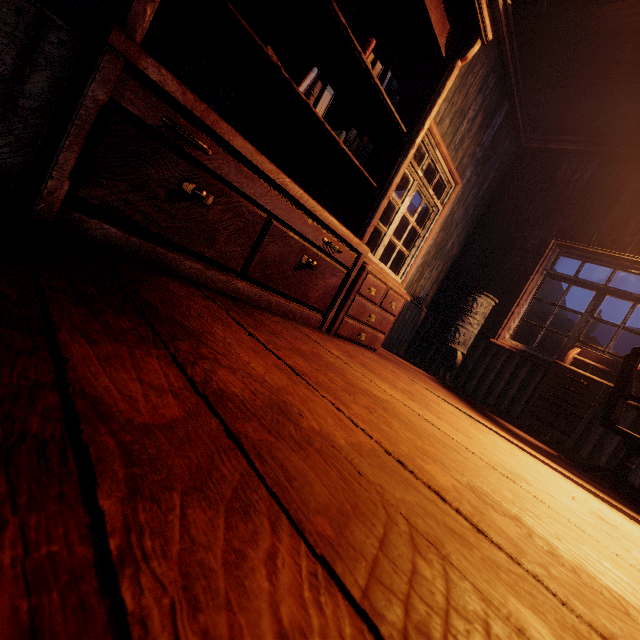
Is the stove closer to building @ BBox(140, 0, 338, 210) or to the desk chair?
building @ BBox(140, 0, 338, 210)

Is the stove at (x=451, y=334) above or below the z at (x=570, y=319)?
below

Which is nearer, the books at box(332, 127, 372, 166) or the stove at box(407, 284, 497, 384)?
the books at box(332, 127, 372, 166)

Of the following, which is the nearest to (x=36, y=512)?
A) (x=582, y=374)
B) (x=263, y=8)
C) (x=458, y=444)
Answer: (x=458, y=444)

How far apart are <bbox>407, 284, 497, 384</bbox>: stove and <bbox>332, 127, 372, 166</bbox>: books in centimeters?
241cm

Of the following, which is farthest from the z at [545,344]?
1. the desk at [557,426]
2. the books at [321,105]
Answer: the books at [321,105]

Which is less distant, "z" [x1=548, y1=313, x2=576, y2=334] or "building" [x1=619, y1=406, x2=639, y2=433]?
"building" [x1=619, y1=406, x2=639, y2=433]

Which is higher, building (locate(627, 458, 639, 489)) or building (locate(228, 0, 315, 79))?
building (locate(228, 0, 315, 79))
